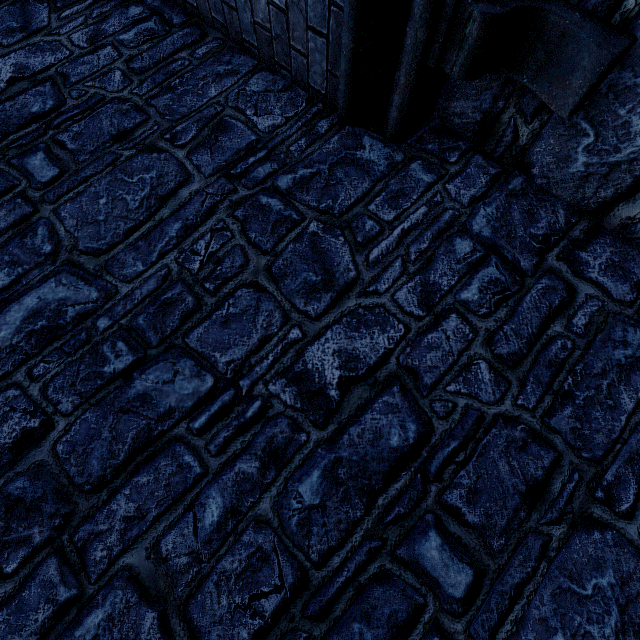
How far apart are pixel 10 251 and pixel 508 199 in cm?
337
